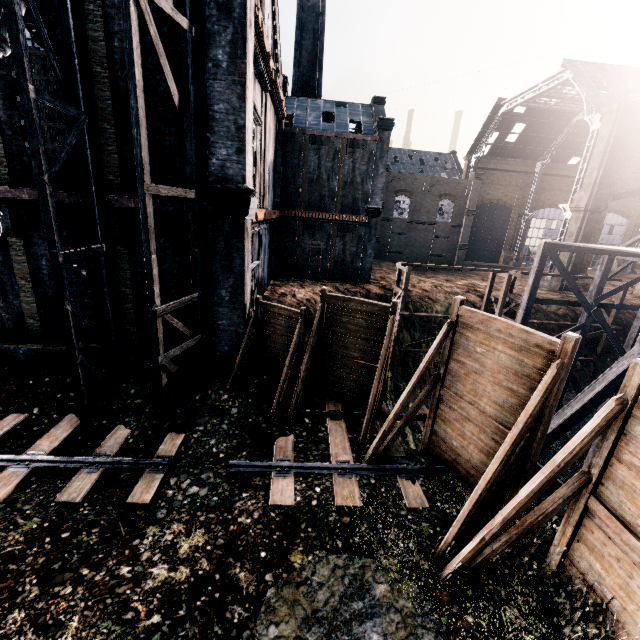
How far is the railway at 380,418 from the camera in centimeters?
1270cm

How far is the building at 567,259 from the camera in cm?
3466

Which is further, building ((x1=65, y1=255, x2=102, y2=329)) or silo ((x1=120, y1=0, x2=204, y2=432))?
building ((x1=65, y1=255, x2=102, y2=329))

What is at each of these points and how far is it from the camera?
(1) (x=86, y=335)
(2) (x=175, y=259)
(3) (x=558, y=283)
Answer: (1) building, 13.7 meters
(2) building, 12.6 meters
(3) building, 35.9 meters

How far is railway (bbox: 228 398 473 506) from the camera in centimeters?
934cm

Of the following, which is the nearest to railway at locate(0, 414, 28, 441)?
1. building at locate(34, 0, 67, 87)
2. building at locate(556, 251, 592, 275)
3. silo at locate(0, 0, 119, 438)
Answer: silo at locate(0, 0, 119, 438)

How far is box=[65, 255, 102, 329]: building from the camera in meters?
12.6

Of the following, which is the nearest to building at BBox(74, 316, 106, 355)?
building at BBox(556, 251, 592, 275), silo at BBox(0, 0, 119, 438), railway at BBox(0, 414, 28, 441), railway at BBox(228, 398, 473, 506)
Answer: silo at BBox(0, 0, 119, 438)
